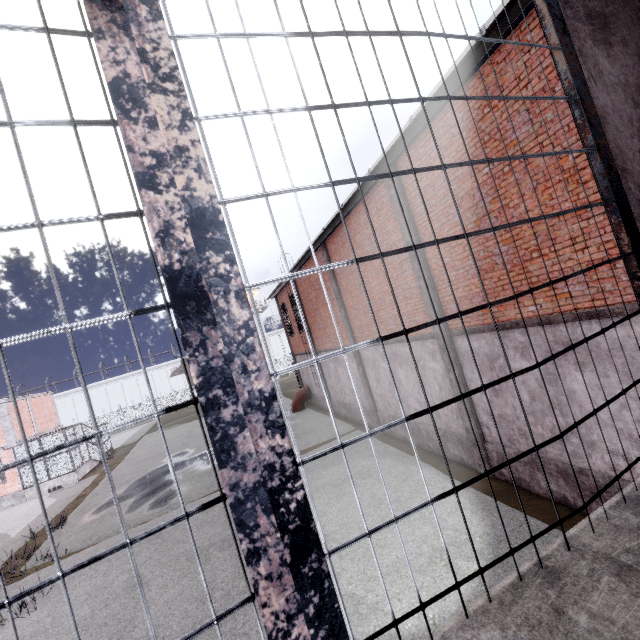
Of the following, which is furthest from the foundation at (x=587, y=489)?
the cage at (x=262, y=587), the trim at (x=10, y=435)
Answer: the trim at (x=10, y=435)

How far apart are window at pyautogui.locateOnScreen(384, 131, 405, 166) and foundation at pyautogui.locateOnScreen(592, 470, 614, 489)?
7.7m

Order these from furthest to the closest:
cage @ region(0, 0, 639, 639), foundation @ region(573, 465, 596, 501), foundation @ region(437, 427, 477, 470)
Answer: foundation @ region(437, 427, 477, 470) < foundation @ region(573, 465, 596, 501) < cage @ region(0, 0, 639, 639)

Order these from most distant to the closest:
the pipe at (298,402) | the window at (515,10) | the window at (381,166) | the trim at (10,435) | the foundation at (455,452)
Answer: the pipe at (298,402) < the trim at (10,435) < the foundation at (455,452) < the window at (381,166) < the window at (515,10)

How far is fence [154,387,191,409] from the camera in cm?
5116

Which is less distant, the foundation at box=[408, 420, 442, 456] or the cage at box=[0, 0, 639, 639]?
the cage at box=[0, 0, 639, 639]

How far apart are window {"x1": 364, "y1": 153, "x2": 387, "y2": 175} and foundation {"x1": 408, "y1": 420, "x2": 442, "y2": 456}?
7.7 meters

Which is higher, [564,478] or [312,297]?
[312,297]
